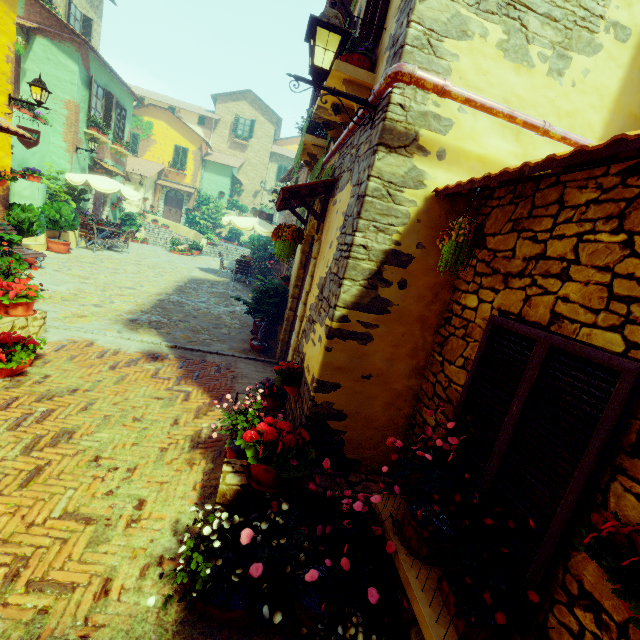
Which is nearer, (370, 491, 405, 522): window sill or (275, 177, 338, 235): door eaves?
(370, 491, 405, 522): window sill

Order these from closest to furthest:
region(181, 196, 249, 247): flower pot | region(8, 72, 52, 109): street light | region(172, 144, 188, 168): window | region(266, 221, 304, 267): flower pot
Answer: region(266, 221, 304, 267): flower pot
region(8, 72, 52, 109): street light
region(181, 196, 249, 247): flower pot
region(172, 144, 188, 168): window

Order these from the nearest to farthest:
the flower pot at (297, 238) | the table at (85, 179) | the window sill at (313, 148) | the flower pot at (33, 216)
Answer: the flower pot at (297, 238), the window sill at (313, 148), the flower pot at (33, 216), the table at (85, 179)

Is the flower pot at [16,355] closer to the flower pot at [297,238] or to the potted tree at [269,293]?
the potted tree at [269,293]

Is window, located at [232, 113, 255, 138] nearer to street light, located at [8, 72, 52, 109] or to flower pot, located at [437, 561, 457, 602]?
street light, located at [8, 72, 52, 109]

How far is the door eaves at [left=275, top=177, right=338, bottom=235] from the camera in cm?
429

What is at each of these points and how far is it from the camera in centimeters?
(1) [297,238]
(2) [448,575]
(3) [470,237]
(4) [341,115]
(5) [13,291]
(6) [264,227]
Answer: (1) flower pot, 468cm
(2) flower pot, 215cm
(3) flower pot, 253cm
(4) window sill, 410cm
(5) flower pot, 520cm
(6) table, 1305cm

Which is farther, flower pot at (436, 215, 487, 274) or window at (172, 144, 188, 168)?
window at (172, 144, 188, 168)
